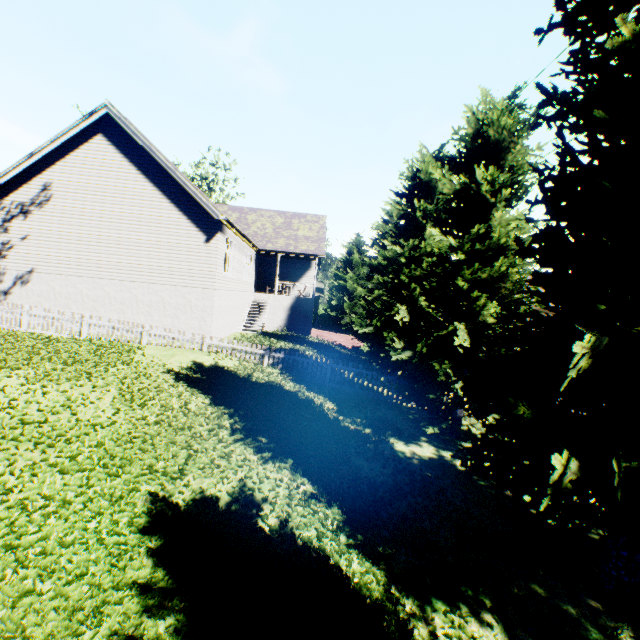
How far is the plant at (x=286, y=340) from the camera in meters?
16.3 m

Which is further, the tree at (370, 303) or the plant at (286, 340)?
the plant at (286, 340)

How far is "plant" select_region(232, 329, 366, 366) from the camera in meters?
16.3 m

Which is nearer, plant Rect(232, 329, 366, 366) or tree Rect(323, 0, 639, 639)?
tree Rect(323, 0, 639, 639)

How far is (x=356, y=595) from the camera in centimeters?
402cm

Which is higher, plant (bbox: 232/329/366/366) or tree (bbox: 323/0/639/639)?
tree (bbox: 323/0/639/639)
